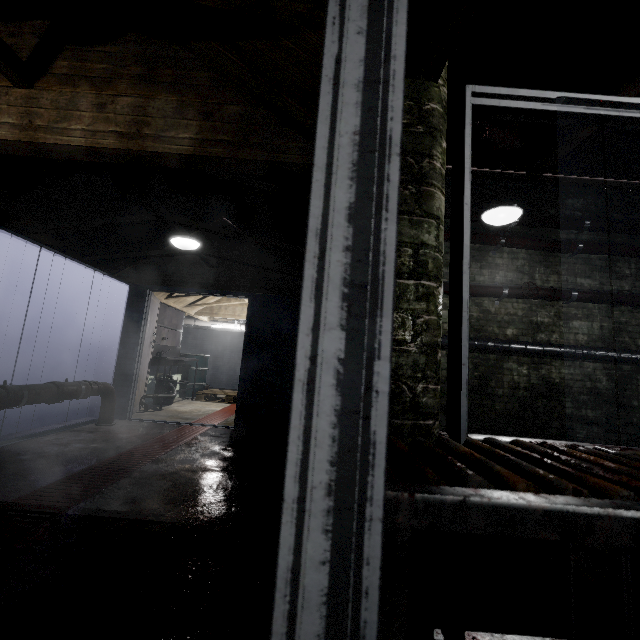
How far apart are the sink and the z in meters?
5.4 m

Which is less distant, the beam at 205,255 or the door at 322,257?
the door at 322,257

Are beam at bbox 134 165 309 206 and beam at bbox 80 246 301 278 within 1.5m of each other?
yes

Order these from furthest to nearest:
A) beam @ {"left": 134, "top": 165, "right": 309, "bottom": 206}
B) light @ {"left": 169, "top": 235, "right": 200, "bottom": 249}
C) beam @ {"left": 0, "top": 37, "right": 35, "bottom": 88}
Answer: light @ {"left": 169, "top": 235, "right": 200, "bottom": 249} < beam @ {"left": 134, "top": 165, "right": 309, "bottom": 206} < beam @ {"left": 0, "top": 37, "right": 35, "bottom": 88}

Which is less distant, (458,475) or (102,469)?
(458,475)

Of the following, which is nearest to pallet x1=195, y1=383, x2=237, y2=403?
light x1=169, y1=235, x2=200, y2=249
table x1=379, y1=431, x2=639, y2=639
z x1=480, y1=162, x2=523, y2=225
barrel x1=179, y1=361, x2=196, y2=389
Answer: barrel x1=179, y1=361, x2=196, y2=389

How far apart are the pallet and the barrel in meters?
0.0 m

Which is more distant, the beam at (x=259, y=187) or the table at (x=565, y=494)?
the beam at (x=259, y=187)
